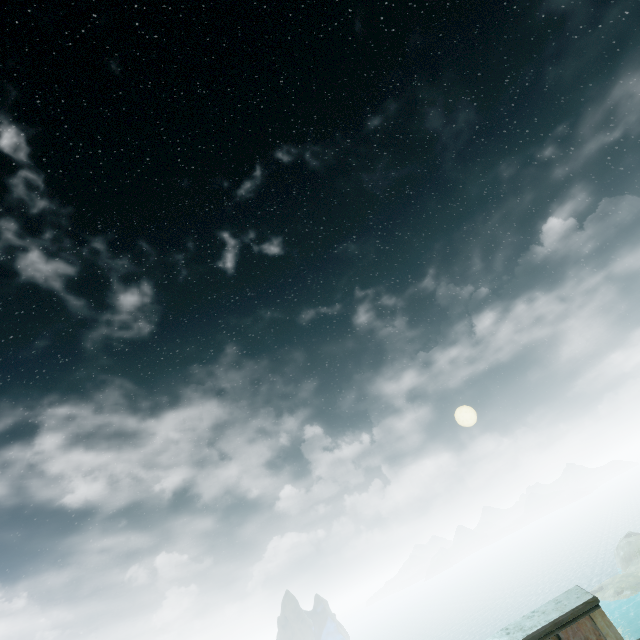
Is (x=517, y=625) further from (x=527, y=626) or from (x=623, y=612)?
(x=623, y=612)
